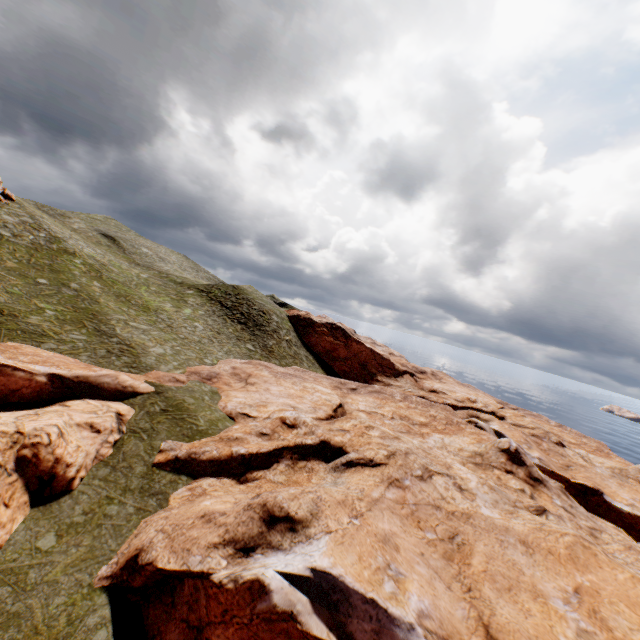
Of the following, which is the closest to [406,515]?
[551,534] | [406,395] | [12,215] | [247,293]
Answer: [551,534]

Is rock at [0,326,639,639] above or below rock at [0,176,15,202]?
below

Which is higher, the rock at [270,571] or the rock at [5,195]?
the rock at [5,195]

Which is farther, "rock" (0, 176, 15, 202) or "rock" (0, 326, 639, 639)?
"rock" (0, 176, 15, 202)

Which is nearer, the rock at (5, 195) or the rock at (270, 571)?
the rock at (270, 571)
